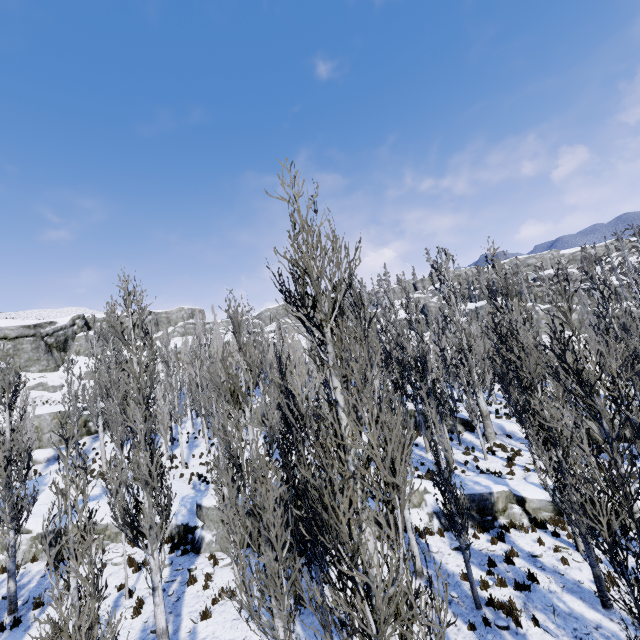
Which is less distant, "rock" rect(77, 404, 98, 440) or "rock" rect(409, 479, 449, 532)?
"rock" rect(409, 479, 449, 532)

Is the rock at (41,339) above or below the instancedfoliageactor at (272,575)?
above

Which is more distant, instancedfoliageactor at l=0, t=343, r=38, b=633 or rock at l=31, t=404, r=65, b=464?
rock at l=31, t=404, r=65, b=464

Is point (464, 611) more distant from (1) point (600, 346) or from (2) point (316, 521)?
(1) point (600, 346)

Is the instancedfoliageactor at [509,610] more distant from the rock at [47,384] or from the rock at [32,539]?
the rock at [47,384]

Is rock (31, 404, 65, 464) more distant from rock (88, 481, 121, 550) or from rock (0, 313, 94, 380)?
rock (88, 481, 121, 550)

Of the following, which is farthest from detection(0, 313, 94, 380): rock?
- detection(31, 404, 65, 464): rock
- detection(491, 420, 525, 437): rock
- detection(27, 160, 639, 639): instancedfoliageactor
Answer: detection(491, 420, 525, 437): rock

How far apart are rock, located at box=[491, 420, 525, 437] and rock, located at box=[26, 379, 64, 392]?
49.41m
